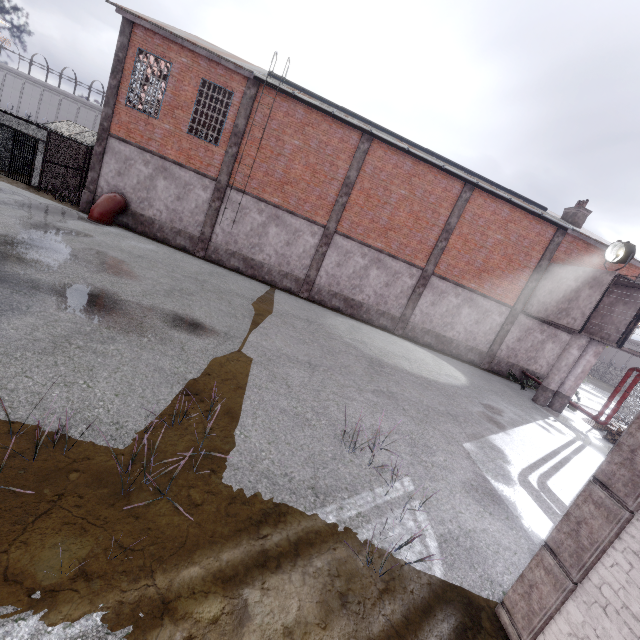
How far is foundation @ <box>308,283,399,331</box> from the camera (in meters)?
18.11

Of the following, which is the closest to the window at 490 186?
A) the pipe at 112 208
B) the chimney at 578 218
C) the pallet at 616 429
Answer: the chimney at 578 218

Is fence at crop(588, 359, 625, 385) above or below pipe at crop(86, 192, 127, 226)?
above

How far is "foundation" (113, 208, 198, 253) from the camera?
16.6 meters

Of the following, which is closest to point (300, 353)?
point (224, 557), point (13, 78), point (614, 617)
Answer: point (224, 557)

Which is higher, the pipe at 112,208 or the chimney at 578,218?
the chimney at 578,218

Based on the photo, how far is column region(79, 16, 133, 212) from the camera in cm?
1451

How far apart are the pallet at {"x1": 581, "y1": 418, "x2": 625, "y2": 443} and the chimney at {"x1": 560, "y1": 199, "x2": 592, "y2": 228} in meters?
11.7 m
